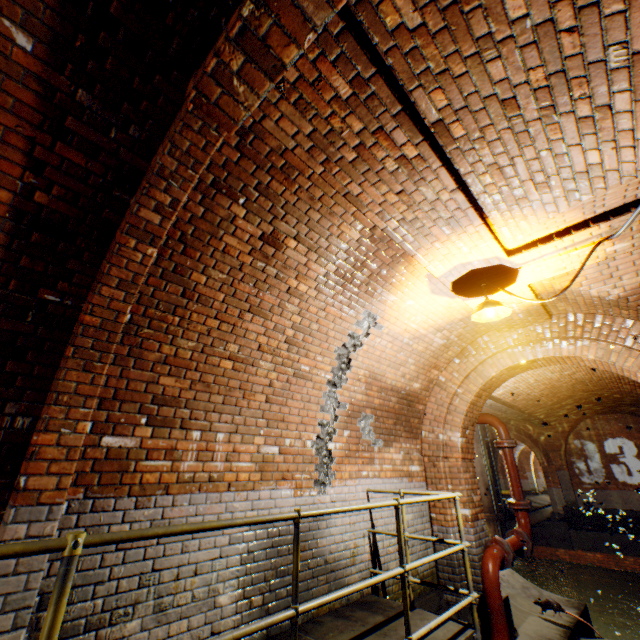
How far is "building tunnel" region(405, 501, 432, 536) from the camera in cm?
532

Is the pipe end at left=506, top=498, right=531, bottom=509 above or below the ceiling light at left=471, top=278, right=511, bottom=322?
below

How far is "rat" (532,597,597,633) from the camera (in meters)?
5.26

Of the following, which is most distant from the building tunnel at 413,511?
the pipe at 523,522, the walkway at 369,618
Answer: the pipe at 523,522

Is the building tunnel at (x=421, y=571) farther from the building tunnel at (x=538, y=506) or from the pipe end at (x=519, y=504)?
the building tunnel at (x=538, y=506)

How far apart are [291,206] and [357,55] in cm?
131

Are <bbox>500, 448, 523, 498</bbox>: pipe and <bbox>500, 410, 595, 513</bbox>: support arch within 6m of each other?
no

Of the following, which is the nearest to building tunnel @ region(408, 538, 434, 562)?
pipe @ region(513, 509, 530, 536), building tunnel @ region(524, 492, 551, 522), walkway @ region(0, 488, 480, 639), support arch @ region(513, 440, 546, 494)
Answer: walkway @ region(0, 488, 480, 639)
